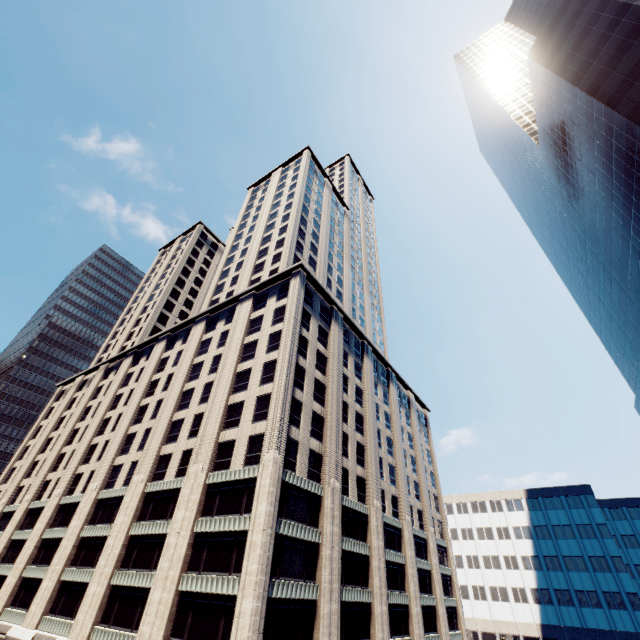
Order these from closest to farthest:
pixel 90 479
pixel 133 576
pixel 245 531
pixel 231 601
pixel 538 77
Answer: pixel 231 601, pixel 245 531, pixel 133 576, pixel 90 479, pixel 538 77

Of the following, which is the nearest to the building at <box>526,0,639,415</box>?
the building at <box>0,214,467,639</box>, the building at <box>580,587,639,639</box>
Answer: the building at <box>580,587,639,639</box>

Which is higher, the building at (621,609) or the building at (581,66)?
the building at (581,66)

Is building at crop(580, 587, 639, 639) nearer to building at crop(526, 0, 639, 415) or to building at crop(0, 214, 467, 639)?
building at crop(526, 0, 639, 415)

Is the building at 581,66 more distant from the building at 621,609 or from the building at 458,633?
the building at 458,633

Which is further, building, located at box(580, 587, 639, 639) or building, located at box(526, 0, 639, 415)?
building, located at box(580, 587, 639, 639)
